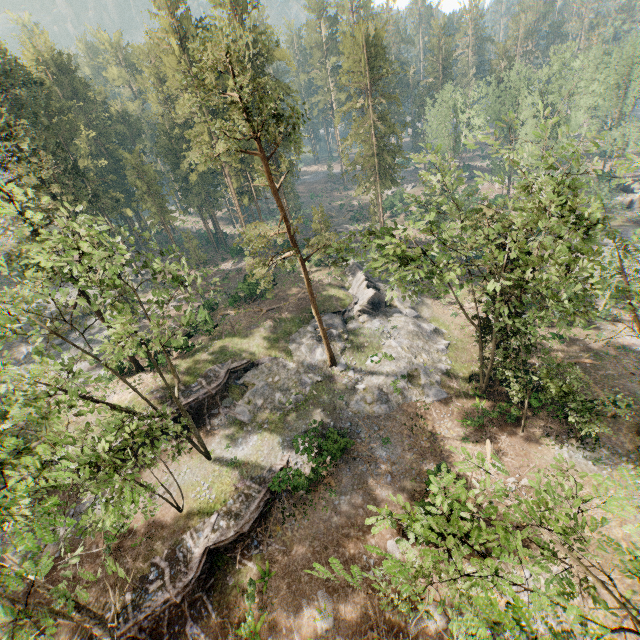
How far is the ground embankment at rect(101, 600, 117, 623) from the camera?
18.2m

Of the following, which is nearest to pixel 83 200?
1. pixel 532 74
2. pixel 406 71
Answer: pixel 406 71

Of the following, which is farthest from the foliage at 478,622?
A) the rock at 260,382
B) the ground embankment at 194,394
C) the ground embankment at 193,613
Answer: the ground embankment at 194,394

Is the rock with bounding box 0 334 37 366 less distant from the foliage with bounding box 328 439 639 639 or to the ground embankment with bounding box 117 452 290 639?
the foliage with bounding box 328 439 639 639

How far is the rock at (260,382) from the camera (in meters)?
27.94

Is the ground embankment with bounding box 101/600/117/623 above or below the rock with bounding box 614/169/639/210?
below

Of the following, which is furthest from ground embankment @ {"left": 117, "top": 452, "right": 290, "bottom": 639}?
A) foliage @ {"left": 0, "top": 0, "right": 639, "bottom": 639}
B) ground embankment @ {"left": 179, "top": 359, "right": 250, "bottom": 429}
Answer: ground embankment @ {"left": 179, "top": 359, "right": 250, "bottom": 429}

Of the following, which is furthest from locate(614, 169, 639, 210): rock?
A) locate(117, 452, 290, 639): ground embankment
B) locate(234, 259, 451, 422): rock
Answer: locate(117, 452, 290, 639): ground embankment
